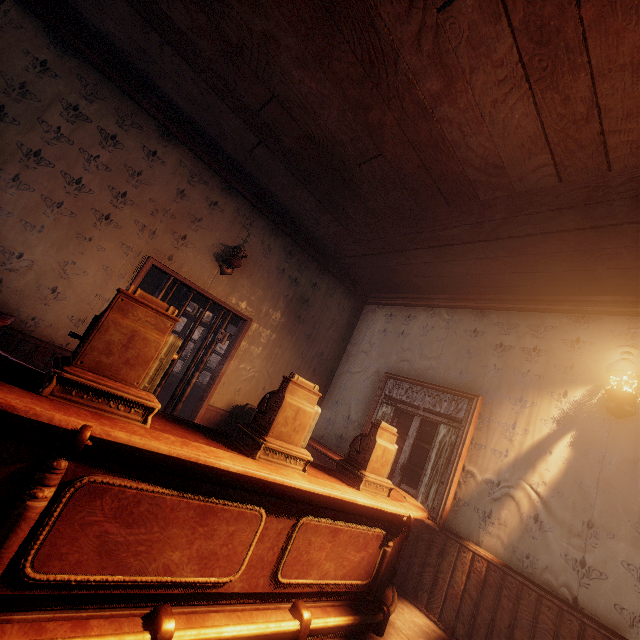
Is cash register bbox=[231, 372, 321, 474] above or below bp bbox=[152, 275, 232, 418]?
below

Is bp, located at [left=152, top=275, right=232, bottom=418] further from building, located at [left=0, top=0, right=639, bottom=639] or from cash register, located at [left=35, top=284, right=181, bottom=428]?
cash register, located at [left=35, top=284, right=181, bottom=428]

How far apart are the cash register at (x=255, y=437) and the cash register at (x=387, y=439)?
0.62m

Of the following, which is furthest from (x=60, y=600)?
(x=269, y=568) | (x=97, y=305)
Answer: (x=97, y=305)

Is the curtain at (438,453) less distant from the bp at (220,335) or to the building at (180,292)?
the building at (180,292)

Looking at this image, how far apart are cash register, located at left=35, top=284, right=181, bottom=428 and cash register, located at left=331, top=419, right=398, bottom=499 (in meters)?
1.81

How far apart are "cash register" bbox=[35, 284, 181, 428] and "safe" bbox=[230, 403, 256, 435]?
2.55m

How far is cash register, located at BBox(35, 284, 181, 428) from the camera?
1.5m
